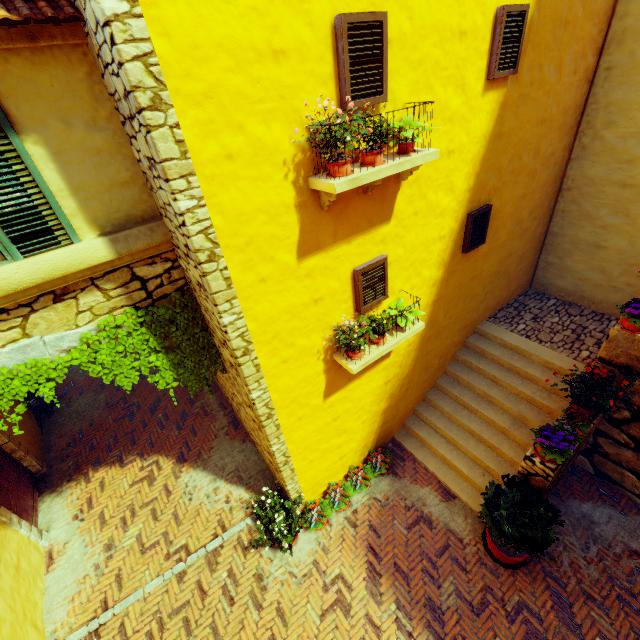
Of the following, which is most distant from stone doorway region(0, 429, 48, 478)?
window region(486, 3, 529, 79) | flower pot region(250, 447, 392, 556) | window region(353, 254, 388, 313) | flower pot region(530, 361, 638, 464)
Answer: flower pot region(530, 361, 638, 464)

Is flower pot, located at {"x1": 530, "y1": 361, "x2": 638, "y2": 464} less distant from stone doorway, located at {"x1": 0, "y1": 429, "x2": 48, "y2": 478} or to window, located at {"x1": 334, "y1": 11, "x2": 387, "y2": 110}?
window, located at {"x1": 334, "y1": 11, "x2": 387, "y2": 110}

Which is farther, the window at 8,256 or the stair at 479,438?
the stair at 479,438

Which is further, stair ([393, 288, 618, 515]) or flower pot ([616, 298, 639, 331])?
stair ([393, 288, 618, 515])

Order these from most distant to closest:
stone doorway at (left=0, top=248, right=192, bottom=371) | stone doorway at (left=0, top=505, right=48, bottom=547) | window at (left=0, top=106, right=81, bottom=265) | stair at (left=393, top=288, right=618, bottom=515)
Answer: stair at (left=393, top=288, right=618, bottom=515) < stone doorway at (left=0, top=505, right=48, bottom=547) < stone doorway at (left=0, top=248, right=192, bottom=371) < window at (left=0, top=106, right=81, bottom=265)

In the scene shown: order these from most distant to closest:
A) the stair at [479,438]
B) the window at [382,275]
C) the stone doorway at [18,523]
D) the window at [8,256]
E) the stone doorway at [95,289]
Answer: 1. the stair at [479,438]
2. the stone doorway at [18,523]
3. the window at [382,275]
4. the stone doorway at [95,289]
5. the window at [8,256]

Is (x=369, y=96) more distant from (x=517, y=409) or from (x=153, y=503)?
(x=153, y=503)

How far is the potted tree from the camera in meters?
4.5
